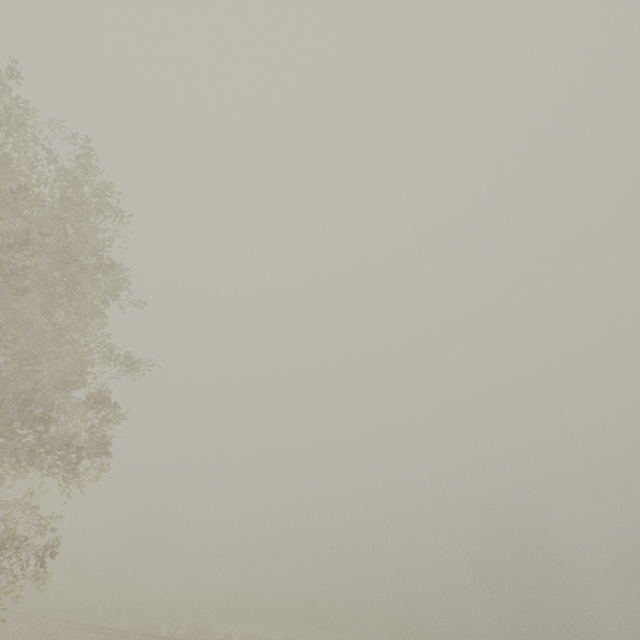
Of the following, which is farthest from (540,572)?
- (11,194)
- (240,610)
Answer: (11,194)
